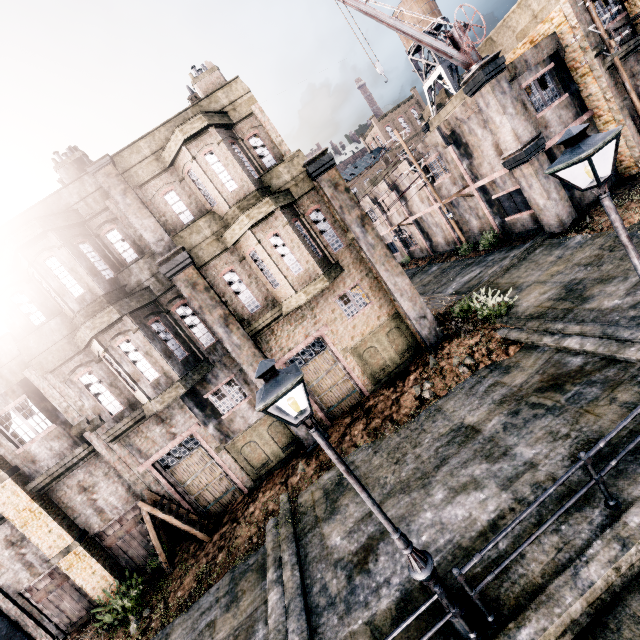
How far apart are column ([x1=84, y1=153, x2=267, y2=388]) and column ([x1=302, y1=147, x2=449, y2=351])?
5.5 meters

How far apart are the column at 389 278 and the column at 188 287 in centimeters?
555cm

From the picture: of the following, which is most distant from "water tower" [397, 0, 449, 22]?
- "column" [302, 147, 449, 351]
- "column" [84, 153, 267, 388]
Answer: "column" [84, 153, 267, 388]

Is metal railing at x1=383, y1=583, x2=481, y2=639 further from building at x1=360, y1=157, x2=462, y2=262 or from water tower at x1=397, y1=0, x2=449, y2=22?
water tower at x1=397, y1=0, x2=449, y2=22

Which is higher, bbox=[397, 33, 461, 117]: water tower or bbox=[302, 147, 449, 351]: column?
bbox=[397, 33, 461, 117]: water tower

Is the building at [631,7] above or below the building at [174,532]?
above

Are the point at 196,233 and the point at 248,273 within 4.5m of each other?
yes

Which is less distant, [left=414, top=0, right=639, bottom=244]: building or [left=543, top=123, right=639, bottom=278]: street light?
[left=543, top=123, right=639, bottom=278]: street light
